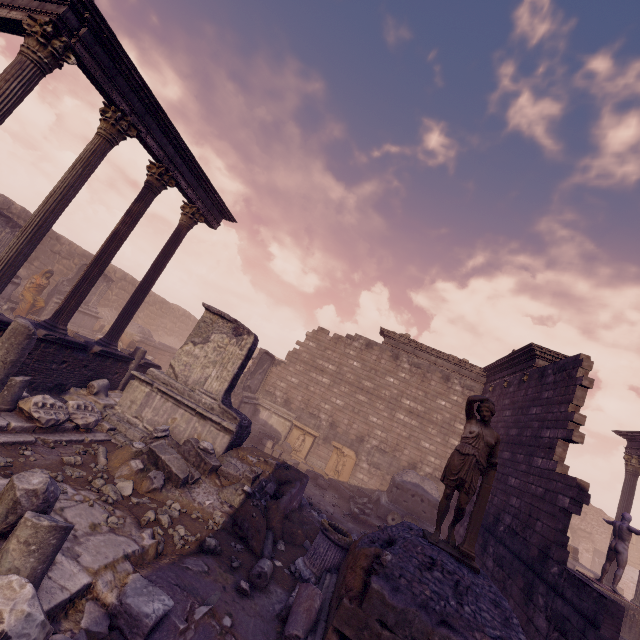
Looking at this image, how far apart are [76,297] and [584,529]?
35.85m

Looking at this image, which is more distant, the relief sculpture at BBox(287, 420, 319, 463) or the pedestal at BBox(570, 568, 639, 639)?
the relief sculpture at BBox(287, 420, 319, 463)

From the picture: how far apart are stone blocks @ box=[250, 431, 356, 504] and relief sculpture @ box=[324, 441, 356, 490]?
1.56m

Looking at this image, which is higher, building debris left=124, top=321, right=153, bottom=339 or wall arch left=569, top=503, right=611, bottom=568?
wall arch left=569, top=503, right=611, bottom=568

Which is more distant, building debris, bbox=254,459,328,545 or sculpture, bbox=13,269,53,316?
sculpture, bbox=13,269,53,316

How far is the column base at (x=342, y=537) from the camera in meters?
5.7

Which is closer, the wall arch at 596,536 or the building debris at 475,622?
the building debris at 475,622

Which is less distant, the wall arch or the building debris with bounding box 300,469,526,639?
the building debris with bounding box 300,469,526,639
